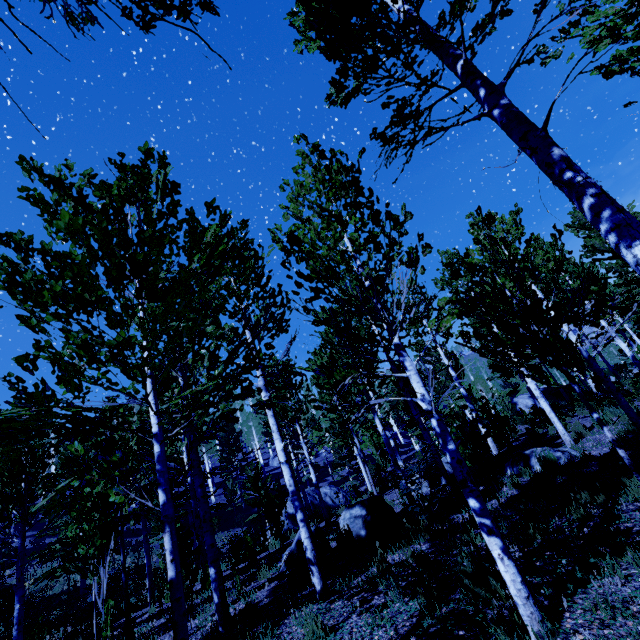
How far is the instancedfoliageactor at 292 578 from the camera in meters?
5.9 m

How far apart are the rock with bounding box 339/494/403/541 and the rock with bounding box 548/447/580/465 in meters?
3.5

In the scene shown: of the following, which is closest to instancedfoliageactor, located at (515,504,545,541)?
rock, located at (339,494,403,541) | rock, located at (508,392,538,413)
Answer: rock, located at (339,494,403,541)

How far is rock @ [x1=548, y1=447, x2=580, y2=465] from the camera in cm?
849

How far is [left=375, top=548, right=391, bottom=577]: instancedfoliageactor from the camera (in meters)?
5.29

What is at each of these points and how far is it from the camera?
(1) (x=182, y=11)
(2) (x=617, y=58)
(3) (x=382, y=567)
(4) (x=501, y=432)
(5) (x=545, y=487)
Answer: (1) instancedfoliageactor, 1.5 meters
(2) instancedfoliageactor, 4.5 meters
(3) instancedfoliageactor, 5.4 meters
(4) instancedfoliageactor, 12.0 meters
(5) instancedfoliageactor, 6.8 meters

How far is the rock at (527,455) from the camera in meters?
8.9 m
